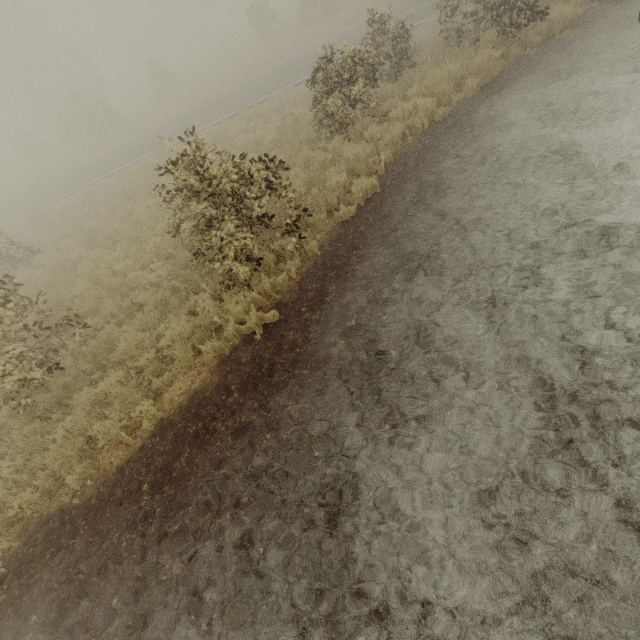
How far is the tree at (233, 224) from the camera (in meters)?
5.19

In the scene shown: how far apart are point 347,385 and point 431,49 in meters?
12.5 m

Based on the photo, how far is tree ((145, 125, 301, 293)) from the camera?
5.2m
